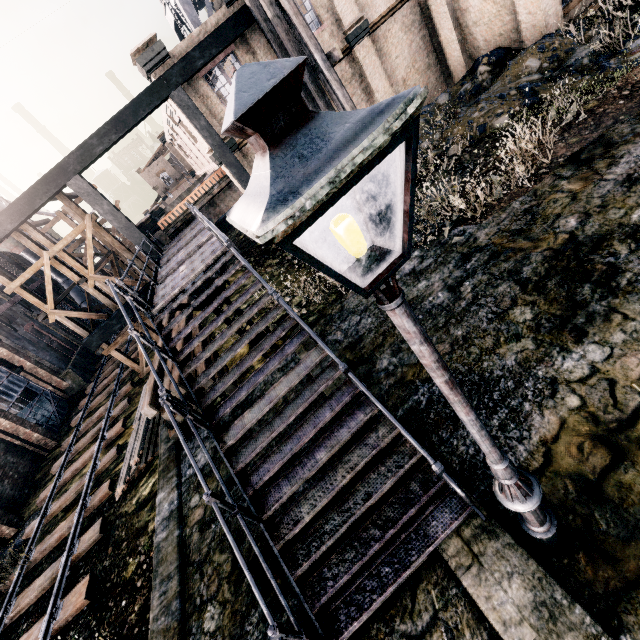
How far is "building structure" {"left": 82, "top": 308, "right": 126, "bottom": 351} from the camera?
16.8 meters

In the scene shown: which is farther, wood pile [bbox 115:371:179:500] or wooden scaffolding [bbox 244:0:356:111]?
wooden scaffolding [bbox 244:0:356:111]

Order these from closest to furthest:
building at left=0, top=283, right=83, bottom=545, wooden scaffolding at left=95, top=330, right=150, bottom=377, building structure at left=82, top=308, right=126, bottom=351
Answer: building structure at left=82, top=308, right=126, bottom=351 < building at left=0, top=283, right=83, bottom=545 < wooden scaffolding at left=95, top=330, right=150, bottom=377

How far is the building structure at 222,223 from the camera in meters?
17.3

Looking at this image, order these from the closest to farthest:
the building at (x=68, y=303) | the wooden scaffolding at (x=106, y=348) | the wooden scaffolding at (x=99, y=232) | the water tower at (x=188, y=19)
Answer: the wooden scaffolding at (x=99, y=232), the wooden scaffolding at (x=106, y=348), the water tower at (x=188, y=19), the building at (x=68, y=303)

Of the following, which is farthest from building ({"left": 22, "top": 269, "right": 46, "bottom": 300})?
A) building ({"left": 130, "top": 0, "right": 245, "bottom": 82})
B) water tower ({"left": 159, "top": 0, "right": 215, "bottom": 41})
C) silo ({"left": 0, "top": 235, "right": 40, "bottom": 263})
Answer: water tower ({"left": 159, "top": 0, "right": 215, "bottom": 41})

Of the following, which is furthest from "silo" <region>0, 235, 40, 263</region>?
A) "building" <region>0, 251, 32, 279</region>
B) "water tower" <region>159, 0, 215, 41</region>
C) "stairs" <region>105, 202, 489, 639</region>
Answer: "water tower" <region>159, 0, 215, 41</region>

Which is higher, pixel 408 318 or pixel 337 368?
pixel 408 318
